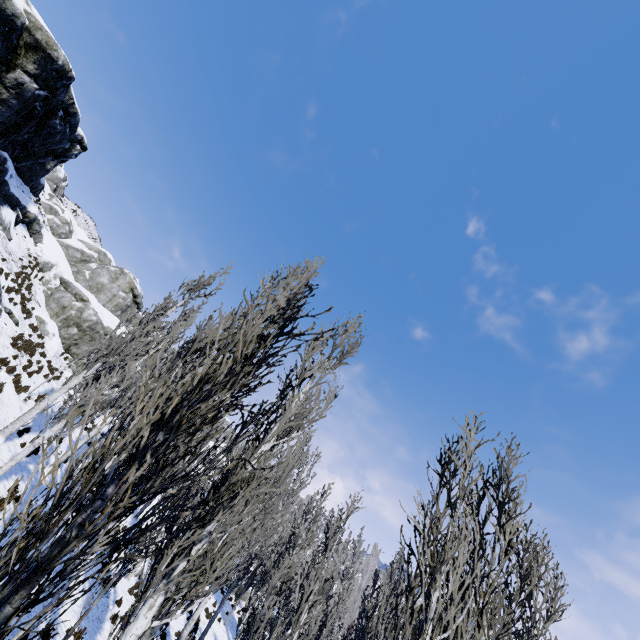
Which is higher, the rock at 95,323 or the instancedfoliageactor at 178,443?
the rock at 95,323

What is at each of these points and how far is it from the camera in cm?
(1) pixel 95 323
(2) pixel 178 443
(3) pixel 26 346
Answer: (1) rock, 2720
(2) instancedfoliageactor, 238
(3) instancedfoliageactor, 1772

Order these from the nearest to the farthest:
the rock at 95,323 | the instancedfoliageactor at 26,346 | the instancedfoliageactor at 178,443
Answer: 1. the instancedfoliageactor at 178,443
2. the rock at 95,323
3. the instancedfoliageactor at 26,346

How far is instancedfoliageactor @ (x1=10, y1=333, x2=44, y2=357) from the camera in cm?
1656

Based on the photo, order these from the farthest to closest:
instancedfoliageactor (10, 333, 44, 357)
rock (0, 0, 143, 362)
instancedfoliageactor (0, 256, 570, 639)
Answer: instancedfoliageactor (10, 333, 44, 357) → rock (0, 0, 143, 362) → instancedfoliageactor (0, 256, 570, 639)

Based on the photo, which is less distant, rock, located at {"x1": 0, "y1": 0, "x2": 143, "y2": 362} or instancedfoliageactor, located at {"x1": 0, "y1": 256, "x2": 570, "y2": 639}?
instancedfoliageactor, located at {"x1": 0, "y1": 256, "x2": 570, "y2": 639}

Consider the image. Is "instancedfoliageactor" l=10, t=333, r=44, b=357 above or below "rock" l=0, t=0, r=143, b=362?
below
